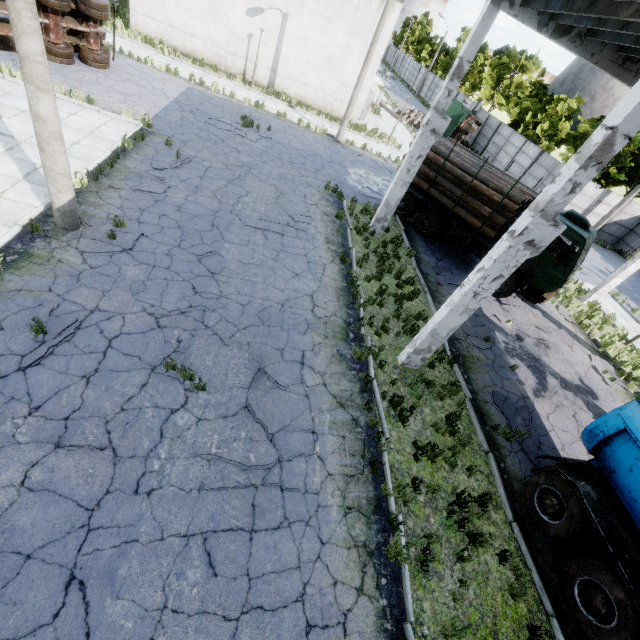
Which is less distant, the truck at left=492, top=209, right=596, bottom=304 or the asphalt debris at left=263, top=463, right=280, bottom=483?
the asphalt debris at left=263, top=463, right=280, bottom=483

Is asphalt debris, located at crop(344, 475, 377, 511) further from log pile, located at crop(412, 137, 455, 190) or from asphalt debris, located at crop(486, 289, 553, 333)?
log pile, located at crop(412, 137, 455, 190)

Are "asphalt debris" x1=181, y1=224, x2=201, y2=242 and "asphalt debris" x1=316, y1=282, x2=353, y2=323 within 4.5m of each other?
yes

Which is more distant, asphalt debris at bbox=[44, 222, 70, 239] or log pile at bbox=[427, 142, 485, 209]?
log pile at bbox=[427, 142, 485, 209]

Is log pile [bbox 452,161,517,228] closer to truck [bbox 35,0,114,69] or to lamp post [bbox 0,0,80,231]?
lamp post [bbox 0,0,80,231]

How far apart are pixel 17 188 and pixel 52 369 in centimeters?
604cm

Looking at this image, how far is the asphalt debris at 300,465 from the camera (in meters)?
5.90

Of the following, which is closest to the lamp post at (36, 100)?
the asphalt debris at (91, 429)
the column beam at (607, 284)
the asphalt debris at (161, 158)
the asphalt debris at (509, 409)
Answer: the asphalt debris at (161, 158)
